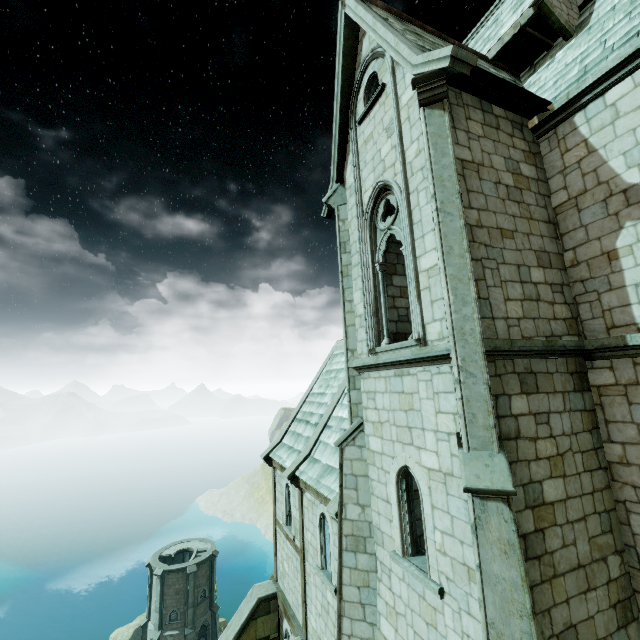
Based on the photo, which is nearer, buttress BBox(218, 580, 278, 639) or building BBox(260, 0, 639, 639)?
building BBox(260, 0, 639, 639)

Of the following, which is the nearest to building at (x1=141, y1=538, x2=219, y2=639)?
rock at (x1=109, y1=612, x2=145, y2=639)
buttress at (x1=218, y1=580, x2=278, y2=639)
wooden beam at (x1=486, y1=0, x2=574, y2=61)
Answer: rock at (x1=109, y1=612, x2=145, y2=639)

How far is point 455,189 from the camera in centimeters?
583cm

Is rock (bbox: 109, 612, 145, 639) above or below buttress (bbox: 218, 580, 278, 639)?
below

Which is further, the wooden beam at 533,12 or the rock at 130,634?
the rock at 130,634

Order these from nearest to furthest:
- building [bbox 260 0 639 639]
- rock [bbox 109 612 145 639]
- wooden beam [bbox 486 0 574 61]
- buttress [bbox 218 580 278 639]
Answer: building [bbox 260 0 639 639]
wooden beam [bbox 486 0 574 61]
buttress [bbox 218 580 278 639]
rock [bbox 109 612 145 639]

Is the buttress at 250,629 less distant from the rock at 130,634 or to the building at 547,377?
the building at 547,377

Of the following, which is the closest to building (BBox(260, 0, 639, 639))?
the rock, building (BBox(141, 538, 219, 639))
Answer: the rock
